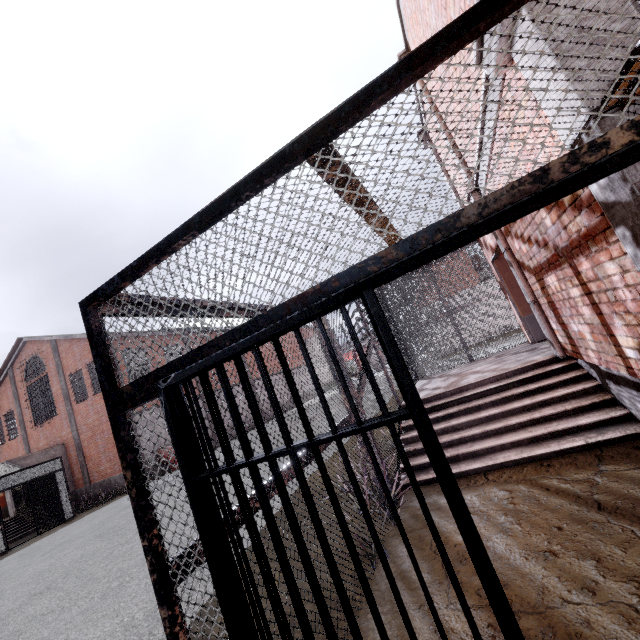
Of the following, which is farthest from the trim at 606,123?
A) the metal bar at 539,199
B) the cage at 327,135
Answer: the metal bar at 539,199

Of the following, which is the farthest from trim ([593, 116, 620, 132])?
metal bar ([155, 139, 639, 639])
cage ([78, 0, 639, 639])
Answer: metal bar ([155, 139, 639, 639])

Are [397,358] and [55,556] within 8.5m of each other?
no

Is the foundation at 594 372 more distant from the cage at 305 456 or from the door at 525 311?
the door at 525 311

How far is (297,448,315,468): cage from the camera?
2.9 meters

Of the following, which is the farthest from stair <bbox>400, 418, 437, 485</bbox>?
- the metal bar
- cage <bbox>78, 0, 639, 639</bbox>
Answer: the metal bar
